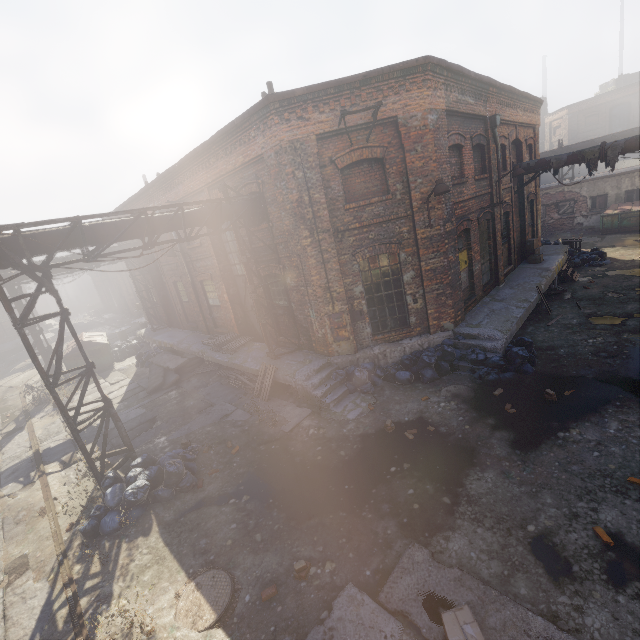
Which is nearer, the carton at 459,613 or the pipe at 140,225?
the carton at 459,613

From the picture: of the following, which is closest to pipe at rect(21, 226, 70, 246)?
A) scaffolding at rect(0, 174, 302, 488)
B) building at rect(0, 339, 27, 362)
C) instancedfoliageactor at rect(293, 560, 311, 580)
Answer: scaffolding at rect(0, 174, 302, 488)

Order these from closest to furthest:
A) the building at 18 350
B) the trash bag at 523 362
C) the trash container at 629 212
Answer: the trash bag at 523 362
the trash container at 629 212
the building at 18 350

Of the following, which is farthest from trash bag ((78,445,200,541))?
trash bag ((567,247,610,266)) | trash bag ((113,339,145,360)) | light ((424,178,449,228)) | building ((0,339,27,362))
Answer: building ((0,339,27,362))

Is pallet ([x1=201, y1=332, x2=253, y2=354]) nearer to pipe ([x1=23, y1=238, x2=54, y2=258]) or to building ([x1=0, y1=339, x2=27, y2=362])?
pipe ([x1=23, y1=238, x2=54, y2=258])

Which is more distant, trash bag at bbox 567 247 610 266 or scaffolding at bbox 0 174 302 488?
trash bag at bbox 567 247 610 266

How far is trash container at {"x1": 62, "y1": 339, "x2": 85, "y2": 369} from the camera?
17.4m

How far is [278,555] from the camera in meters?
5.5
